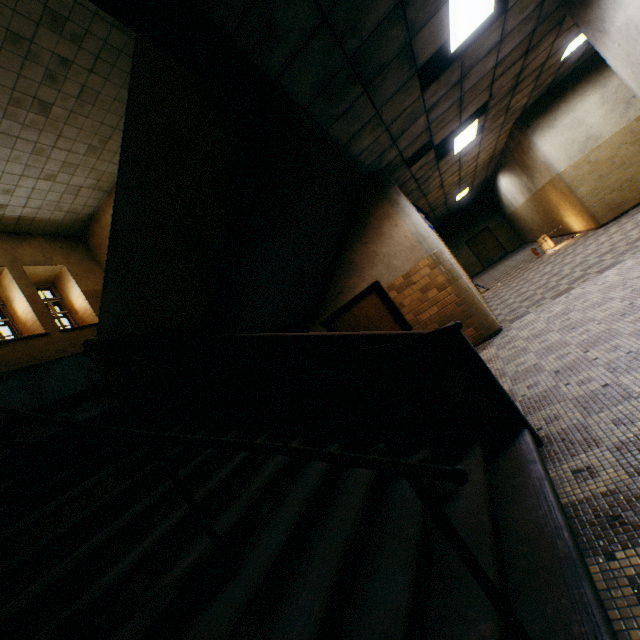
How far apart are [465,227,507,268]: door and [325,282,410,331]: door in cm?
1700

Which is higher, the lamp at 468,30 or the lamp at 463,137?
the lamp at 463,137

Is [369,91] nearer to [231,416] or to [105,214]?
[231,416]

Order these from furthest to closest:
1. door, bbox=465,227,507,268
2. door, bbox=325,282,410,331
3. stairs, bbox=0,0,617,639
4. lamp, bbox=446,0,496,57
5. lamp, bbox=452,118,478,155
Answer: door, bbox=465,227,507,268, lamp, bbox=452,118,478,155, door, bbox=325,282,410,331, lamp, bbox=446,0,496,57, stairs, bbox=0,0,617,639

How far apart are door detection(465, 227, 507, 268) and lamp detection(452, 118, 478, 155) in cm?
1363

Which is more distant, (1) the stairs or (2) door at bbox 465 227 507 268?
(2) door at bbox 465 227 507 268

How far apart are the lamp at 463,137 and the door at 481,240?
13.6 meters

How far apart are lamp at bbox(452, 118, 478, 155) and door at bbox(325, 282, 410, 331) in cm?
410
